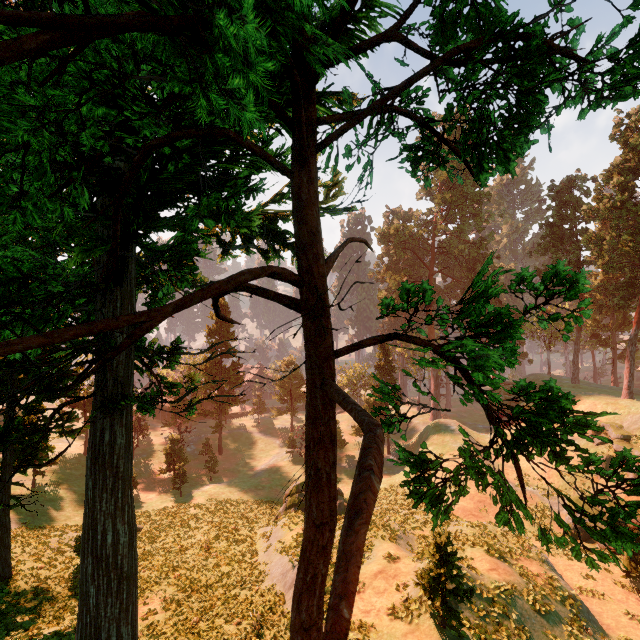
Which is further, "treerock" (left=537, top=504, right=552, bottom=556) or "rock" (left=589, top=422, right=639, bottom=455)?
"rock" (left=589, top=422, right=639, bottom=455)

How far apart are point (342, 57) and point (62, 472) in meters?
49.2 m

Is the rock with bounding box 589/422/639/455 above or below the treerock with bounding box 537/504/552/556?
below

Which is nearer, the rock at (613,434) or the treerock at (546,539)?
the treerock at (546,539)

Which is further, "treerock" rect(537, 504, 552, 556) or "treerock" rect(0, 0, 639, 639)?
"treerock" rect(537, 504, 552, 556)

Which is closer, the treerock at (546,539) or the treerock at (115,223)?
the treerock at (115,223)

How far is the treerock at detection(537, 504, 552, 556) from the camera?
3.5 meters
